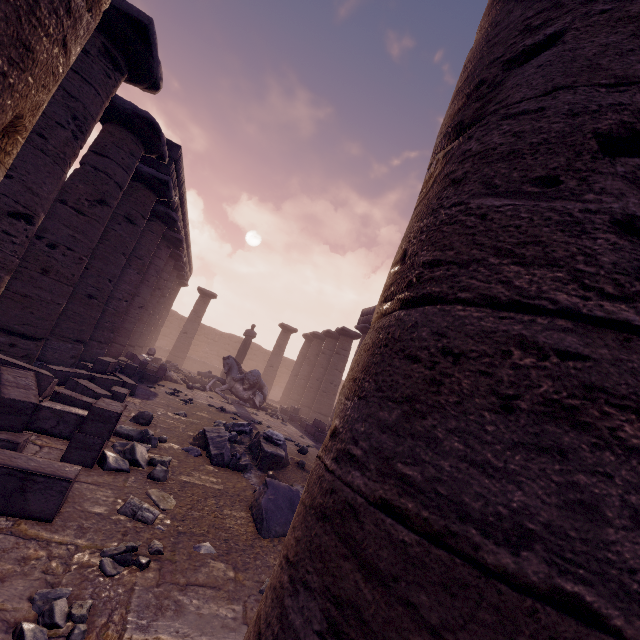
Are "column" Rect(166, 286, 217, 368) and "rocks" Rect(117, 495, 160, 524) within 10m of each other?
no

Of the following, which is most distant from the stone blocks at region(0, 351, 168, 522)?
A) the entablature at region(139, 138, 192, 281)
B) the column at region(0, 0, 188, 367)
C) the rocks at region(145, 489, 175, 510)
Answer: the entablature at region(139, 138, 192, 281)

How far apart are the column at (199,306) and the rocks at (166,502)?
19.0m

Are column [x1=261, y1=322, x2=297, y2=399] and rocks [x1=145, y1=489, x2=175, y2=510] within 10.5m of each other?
no

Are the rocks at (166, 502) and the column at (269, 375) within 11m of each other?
no

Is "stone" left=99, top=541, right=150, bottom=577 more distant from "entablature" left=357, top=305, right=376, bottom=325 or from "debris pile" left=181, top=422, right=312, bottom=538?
"entablature" left=357, top=305, right=376, bottom=325

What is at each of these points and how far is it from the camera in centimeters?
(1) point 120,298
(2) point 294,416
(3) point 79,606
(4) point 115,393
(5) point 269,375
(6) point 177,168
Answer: (1) column, 1030cm
(2) stone blocks, 1501cm
(3) stone, 169cm
(4) stone blocks, 591cm
(5) column, 2284cm
(6) entablature, 941cm

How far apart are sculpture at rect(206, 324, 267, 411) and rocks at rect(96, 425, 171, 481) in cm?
943
